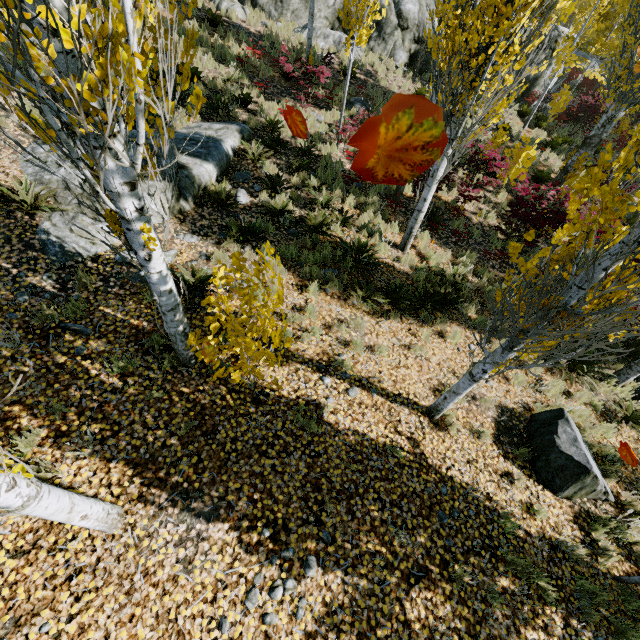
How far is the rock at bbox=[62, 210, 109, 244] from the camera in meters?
5.6

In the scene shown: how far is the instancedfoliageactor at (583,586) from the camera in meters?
4.1

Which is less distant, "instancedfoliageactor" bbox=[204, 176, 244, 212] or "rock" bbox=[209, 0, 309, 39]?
"instancedfoliageactor" bbox=[204, 176, 244, 212]

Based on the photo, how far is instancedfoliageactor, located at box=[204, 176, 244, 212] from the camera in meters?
7.3

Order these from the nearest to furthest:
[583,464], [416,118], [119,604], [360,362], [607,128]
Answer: [416,118]
[119,604]
[583,464]
[360,362]
[607,128]

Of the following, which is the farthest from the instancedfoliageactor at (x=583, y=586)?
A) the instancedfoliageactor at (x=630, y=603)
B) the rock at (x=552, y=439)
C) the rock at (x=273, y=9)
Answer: the rock at (x=552, y=439)
